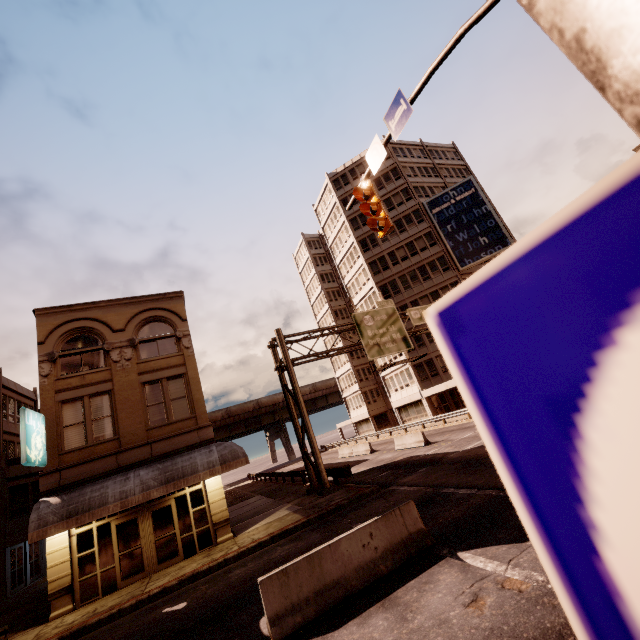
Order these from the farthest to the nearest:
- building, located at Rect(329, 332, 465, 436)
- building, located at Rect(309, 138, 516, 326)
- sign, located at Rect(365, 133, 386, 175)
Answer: building, located at Rect(309, 138, 516, 326) < building, located at Rect(329, 332, 465, 436) < sign, located at Rect(365, 133, 386, 175)

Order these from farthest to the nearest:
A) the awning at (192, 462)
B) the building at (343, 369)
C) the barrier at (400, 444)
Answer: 1. the building at (343, 369)
2. the barrier at (400, 444)
3. the awning at (192, 462)

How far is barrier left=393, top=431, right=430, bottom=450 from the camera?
23.41m

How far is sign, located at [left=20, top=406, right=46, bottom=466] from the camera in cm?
1261

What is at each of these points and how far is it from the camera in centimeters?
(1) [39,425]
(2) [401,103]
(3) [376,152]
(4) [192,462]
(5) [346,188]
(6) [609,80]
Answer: (1) sign, 1409cm
(2) sign, 764cm
(3) sign, 874cm
(4) awning, 1469cm
(5) building, 4756cm
(6) sign, 29cm

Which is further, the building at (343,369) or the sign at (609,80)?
the building at (343,369)

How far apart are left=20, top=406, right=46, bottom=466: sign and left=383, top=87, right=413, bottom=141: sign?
16.9 meters

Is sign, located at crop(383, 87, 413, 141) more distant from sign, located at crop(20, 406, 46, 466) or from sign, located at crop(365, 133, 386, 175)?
sign, located at crop(20, 406, 46, 466)
